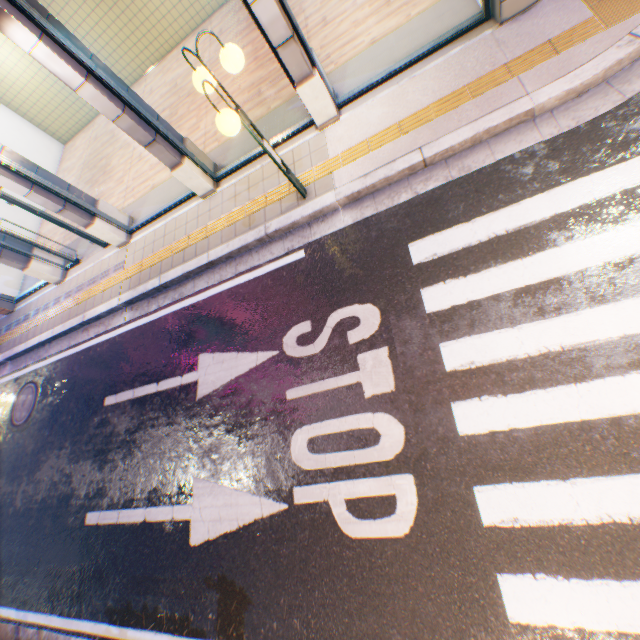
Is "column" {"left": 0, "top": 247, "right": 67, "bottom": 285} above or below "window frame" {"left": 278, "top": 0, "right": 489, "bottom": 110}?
above

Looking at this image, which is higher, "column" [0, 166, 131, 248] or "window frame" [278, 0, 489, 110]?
"column" [0, 166, 131, 248]

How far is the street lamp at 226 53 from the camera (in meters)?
3.64

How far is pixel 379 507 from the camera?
3.59m

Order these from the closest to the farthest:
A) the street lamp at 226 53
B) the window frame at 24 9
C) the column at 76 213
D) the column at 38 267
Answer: the street lamp at 226 53
the window frame at 24 9
the column at 76 213
the column at 38 267

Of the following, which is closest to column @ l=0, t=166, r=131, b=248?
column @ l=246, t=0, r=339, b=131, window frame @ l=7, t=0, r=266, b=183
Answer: window frame @ l=7, t=0, r=266, b=183

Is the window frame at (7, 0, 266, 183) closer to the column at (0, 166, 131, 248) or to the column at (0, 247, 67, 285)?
the column at (0, 166, 131, 248)

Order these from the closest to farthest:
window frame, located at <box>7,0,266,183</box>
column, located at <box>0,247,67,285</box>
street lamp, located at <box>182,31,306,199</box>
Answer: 1. street lamp, located at <box>182,31,306,199</box>
2. window frame, located at <box>7,0,266,183</box>
3. column, located at <box>0,247,67,285</box>
